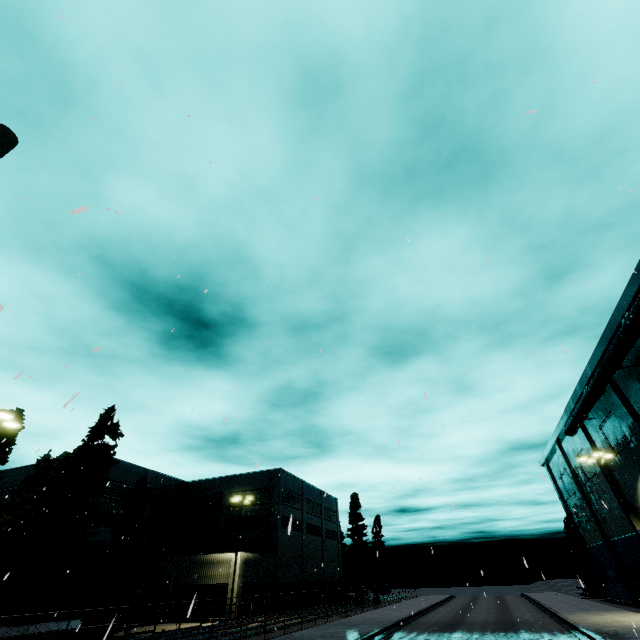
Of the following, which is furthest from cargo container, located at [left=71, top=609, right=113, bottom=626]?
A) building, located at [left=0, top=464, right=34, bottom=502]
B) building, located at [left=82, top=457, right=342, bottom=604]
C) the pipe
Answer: building, located at [left=0, top=464, right=34, bottom=502]

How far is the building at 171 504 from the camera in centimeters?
3331cm

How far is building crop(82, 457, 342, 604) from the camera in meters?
33.3

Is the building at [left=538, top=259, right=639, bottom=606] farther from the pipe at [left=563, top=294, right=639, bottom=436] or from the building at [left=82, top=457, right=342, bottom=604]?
the building at [left=82, top=457, right=342, bottom=604]

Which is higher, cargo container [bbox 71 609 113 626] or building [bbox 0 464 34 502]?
building [bbox 0 464 34 502]

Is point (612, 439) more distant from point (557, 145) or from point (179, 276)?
point (179, 276)

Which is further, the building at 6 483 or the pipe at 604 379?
the building at 6 483

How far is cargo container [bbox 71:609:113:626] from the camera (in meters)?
11.95
